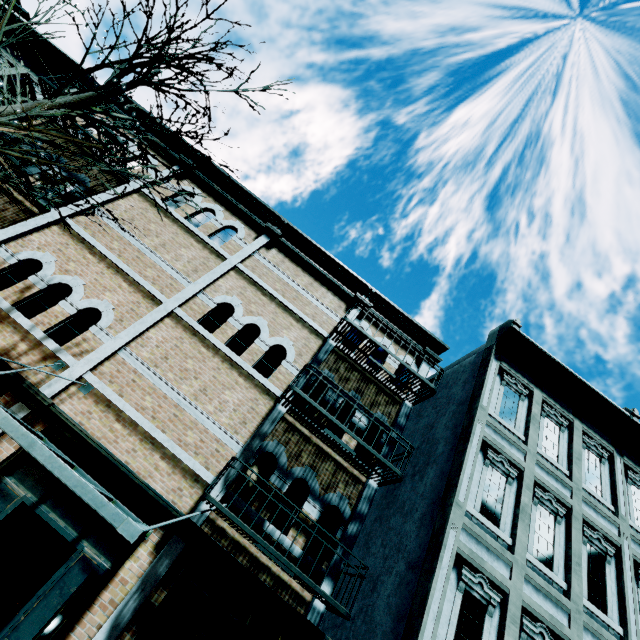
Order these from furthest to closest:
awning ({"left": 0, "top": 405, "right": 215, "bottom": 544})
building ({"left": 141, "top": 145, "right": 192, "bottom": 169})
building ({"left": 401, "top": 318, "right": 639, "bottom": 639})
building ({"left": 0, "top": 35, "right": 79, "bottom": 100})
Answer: building ({"left": 141, "top": 145, "right": 192, "bottom": 169}) → building ({"left": 0, "top": 35, "right": 79, "bottom": 100}) → building ({"left": 401, "top": 318, "right": 639, "bottom": 639}) → awning ({"left": 0, "top": 405, "right": 215, "bottom": 544})

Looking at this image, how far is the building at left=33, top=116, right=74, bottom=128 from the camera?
10.0 meters

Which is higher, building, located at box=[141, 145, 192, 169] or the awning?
building, located at box=[141, 145, 192, 169]

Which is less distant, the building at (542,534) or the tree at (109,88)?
the tree at (109,88)

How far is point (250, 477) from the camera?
7.38m

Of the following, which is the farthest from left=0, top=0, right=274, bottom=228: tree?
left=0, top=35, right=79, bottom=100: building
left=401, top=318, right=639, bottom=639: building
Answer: left=401, top=318, right=639, bottom=639: building

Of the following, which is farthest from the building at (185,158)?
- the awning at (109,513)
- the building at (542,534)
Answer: the building at (542,534)

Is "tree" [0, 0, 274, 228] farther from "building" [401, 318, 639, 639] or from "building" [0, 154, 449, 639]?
"building" [401, 318, 639, 639]
